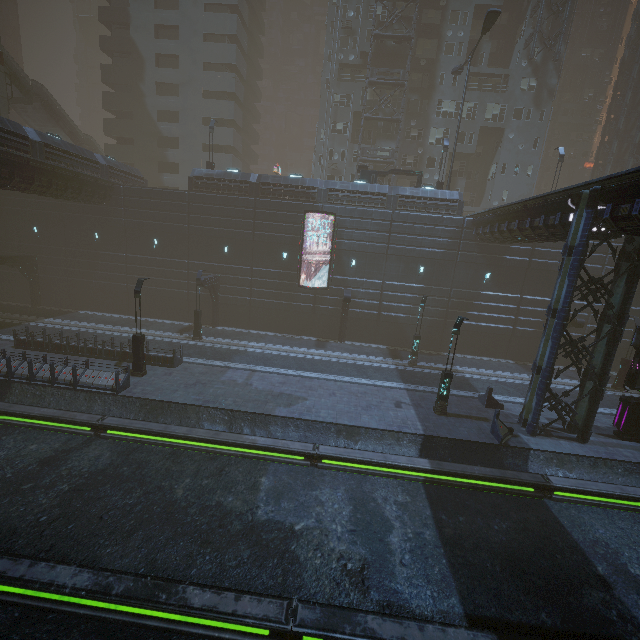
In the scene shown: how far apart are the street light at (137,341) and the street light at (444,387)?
16.7m

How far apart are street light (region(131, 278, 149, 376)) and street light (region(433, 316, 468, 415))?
16.7m

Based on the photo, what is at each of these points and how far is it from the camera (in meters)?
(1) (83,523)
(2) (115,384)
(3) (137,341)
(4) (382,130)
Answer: (1) train rail, 10.41
(2) building, 16.34
(3) street light, 18.16
(4) building, 37.53

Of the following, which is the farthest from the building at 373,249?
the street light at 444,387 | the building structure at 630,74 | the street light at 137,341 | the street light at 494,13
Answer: the street light at 444,387

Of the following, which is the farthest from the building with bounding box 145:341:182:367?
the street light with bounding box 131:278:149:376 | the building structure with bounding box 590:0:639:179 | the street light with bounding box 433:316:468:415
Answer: the street light with bounding box 433:316:468:415

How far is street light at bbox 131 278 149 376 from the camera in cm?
1781

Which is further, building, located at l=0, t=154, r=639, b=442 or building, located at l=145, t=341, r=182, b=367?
building, located at l=145, t=341, r=182, b=367

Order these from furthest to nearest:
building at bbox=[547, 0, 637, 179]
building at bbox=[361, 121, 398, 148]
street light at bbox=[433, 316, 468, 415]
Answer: building at bbox=[547, 0, 637, 179] < building at bbox=[361, 121, 398, 148] < street light at bbox=[433, 316, 468, 415]
